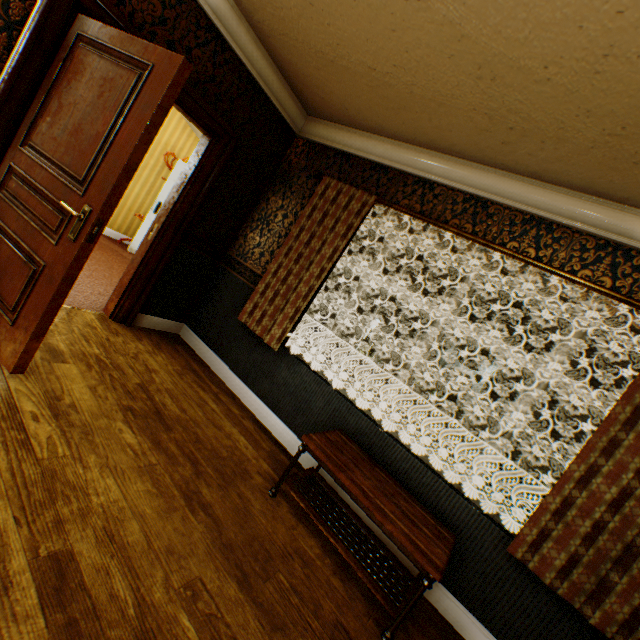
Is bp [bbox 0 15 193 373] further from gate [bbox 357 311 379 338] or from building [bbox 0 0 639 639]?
gate [bbox 357 311 379 338]

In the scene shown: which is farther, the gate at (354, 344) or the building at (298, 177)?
the gate at (354, 344)

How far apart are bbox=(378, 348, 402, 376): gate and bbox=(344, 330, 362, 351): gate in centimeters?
153cm

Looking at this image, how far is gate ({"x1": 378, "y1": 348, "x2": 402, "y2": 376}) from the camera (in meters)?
16.89

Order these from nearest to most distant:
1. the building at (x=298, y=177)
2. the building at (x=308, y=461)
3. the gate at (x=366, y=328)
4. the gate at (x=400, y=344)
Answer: the building at (x=298, y=177), the building at (x=308, y=461), the gate at (x=400, y=344), the gate at (x=366, y=328)

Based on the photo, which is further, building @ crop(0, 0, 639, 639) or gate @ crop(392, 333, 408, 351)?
gate @ crop(392, 333, 408, 351)

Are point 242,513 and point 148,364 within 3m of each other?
yes

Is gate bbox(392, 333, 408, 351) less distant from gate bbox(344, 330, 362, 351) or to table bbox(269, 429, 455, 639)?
gate bbox(344, 330, 362, 351)
